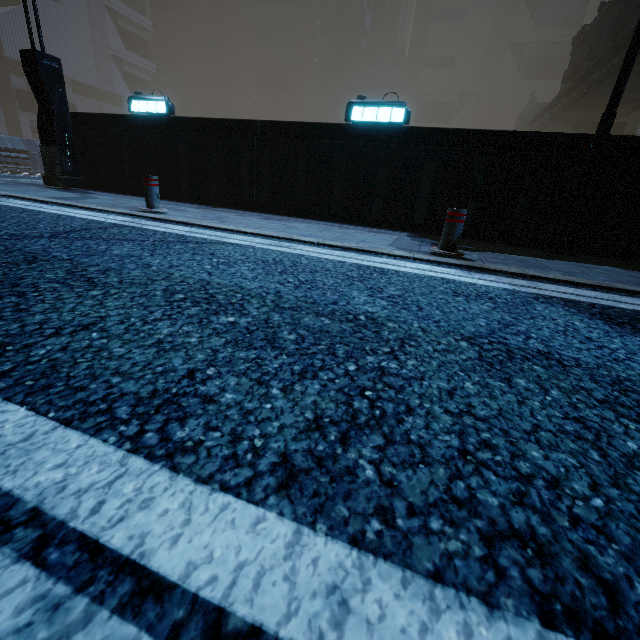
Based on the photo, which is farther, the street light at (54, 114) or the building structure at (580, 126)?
the building structure at (580, 126)

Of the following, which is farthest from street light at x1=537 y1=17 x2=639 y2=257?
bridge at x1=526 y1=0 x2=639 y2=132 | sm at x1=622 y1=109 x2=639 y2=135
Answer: sm at x1=622 y1=109 x2=639 y2=135

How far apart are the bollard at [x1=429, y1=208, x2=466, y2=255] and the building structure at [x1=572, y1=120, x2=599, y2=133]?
32.9 meters

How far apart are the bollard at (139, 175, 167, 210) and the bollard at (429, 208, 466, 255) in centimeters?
467cm

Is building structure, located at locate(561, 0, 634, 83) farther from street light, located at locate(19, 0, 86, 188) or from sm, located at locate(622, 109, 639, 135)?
street light, located at locate(19, 0, 86, 188)

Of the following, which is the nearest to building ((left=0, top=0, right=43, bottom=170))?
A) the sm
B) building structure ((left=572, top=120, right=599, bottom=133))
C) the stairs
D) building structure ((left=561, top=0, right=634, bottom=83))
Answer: the sm

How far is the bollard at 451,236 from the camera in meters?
4.1 m

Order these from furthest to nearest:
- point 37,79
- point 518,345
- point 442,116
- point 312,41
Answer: point 312,41 → point 442,116 → point 37,79 → point 518,345
